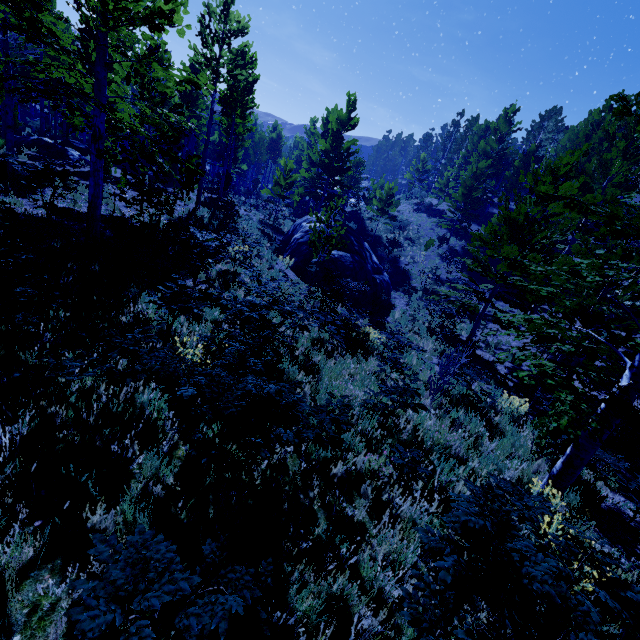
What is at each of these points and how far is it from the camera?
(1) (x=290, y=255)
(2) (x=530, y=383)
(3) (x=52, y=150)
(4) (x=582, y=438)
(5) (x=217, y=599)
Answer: (1) rock, 17.9 meters
(2) instancedfoliageactor, 3.9 meters
(3) rock, 18.5 meters
(4) instancedfoliageactor, 4.9 meters
(5) instancedfoliageactor, 2.4 meters

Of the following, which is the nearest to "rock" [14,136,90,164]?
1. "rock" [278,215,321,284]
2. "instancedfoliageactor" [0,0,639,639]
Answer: "instancedfoliageactor" [0,0,639,639]

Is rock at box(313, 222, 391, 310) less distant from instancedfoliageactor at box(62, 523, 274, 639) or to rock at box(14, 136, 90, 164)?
instancedfoliageactor at box(62, 523, 274, 639)

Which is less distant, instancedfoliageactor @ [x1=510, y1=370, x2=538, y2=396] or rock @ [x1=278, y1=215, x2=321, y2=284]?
instancedfoliageactor @ [x1=510, y1=370, x2=538, y2=396]

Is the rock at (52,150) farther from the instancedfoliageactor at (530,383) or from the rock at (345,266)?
the rock at (345,266)

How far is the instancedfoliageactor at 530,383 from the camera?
3.85m

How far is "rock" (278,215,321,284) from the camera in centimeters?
1672cm
